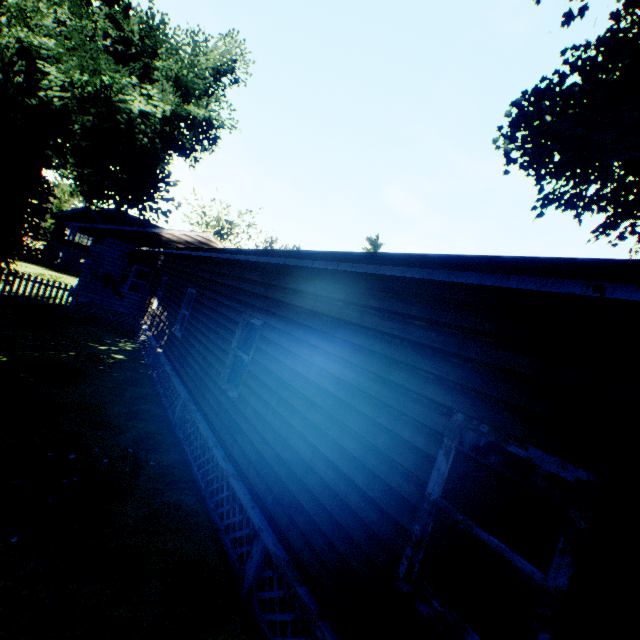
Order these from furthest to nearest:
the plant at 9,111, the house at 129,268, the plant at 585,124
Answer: the plant at 585,124 < the plant at 9,111 < the house at 129,268

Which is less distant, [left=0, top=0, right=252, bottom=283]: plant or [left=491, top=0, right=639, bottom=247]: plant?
[left=0, top=0, right=252, bottom=283]: plant

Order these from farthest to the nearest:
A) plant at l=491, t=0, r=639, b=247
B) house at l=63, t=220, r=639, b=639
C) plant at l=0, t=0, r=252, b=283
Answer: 1. plant at l=491, t=0, r=639, b=247
2. plant at l=0, t=0, r=252, b=283
3. house at l=63, t=220, r=639, b=639

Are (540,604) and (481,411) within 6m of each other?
yes

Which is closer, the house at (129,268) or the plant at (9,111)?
the house at (129,268)

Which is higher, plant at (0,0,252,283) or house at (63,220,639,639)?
plant at (0,0,252,283)

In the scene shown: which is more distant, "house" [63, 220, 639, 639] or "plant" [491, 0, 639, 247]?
"plant" [491, 0, 639, 247]
